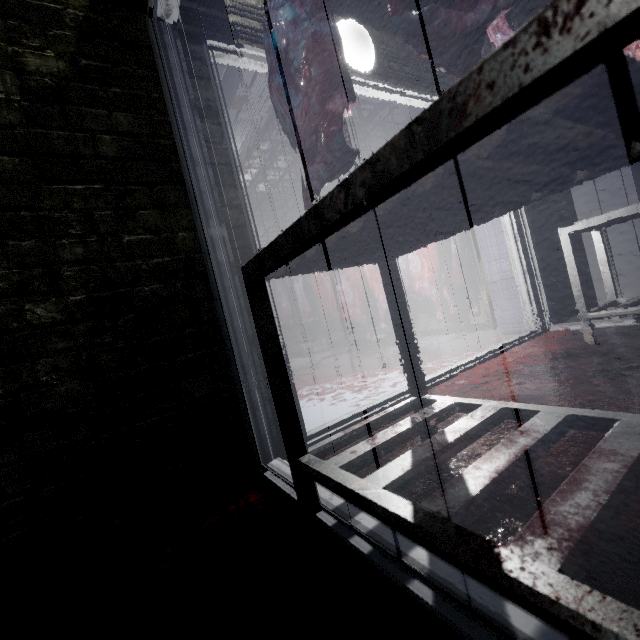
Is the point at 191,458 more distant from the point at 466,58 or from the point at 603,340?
the point at 603,340

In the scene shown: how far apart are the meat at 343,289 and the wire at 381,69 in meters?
2.6

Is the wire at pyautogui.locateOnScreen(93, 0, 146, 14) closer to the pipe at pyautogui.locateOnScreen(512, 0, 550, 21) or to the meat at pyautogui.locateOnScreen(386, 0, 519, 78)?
the pipe at pyautogui.locateOnScreen(512, 0, 550, 21)

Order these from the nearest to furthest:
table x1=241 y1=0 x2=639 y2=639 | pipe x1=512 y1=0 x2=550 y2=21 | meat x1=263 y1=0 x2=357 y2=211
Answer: table x1=241 y1=0 x2=639 y2=639 < meat x1=263 y1=0 x2=357 y2=211 < pipe x1=512 y1=0 x2=550 y2=21

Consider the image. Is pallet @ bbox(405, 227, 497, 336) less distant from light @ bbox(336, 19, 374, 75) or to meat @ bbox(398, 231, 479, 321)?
meat @ bbox(398, 231, 479, 321)

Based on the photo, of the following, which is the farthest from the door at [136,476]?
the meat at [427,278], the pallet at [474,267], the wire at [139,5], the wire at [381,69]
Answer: the pallet at [474,267]

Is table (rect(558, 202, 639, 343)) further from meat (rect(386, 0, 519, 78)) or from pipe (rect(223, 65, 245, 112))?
pipe (rect(223, 65, 245, 112))

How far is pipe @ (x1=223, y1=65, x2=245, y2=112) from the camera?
4.33m
